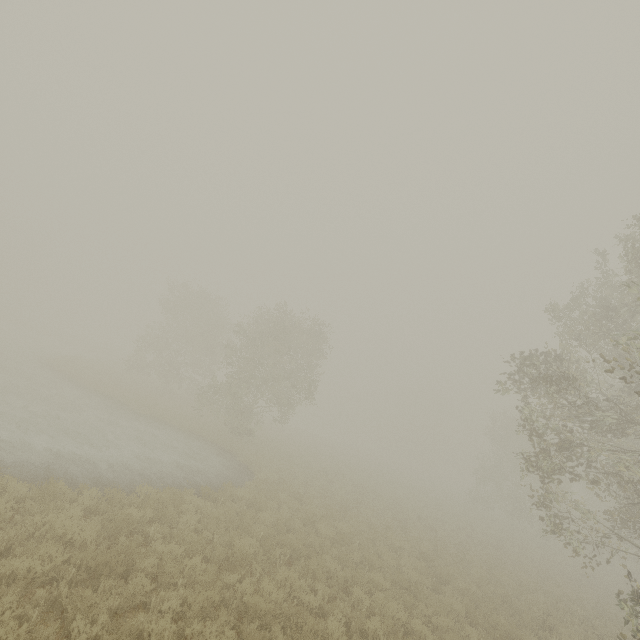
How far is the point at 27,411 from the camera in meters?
14.7 m
